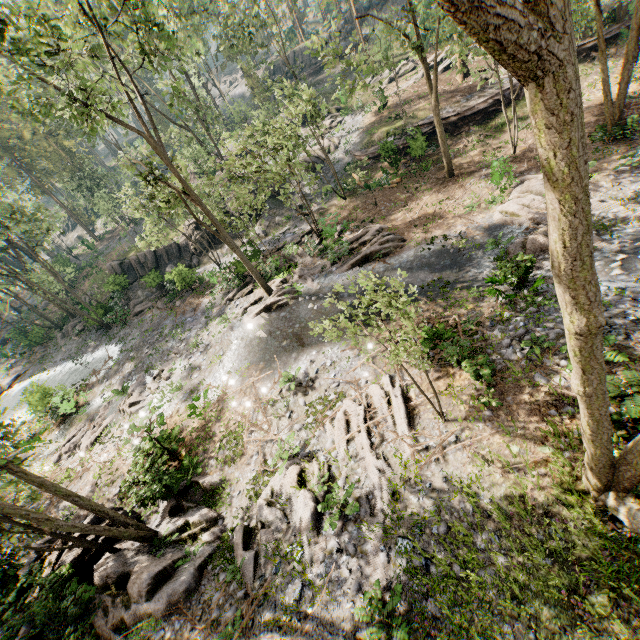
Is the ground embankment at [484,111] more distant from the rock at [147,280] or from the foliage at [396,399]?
the rock at [147,280]

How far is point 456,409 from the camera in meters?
10.3 m

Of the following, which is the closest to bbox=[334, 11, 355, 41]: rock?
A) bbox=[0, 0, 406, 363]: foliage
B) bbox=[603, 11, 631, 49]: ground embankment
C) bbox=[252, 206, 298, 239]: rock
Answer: bbox=[0, 0, 406, 363]: foliage

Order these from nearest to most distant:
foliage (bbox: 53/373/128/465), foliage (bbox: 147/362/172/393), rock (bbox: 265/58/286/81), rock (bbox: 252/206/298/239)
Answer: foliage (bbox: 53/373/128/465) → foliage (bbox: 147/362/172/393) → rock (bbox: 252/206/298/239) → rock (bbox: 265/58/286/81)

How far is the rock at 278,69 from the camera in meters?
50.5 m

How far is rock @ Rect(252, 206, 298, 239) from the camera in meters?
29.6 m
